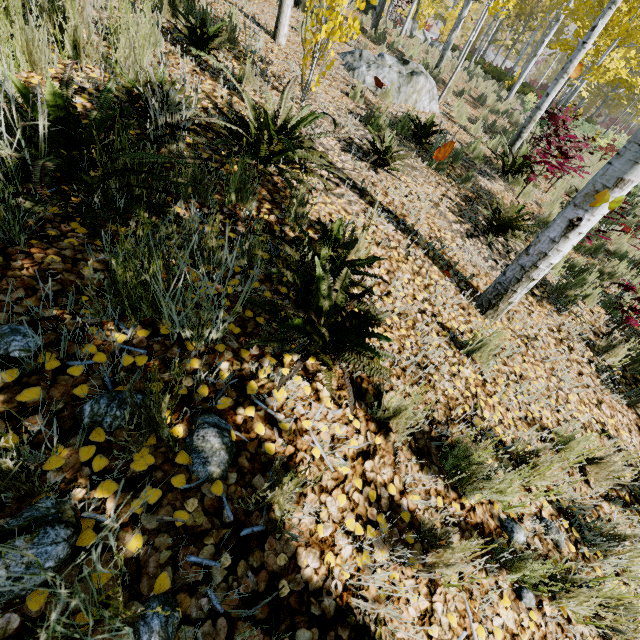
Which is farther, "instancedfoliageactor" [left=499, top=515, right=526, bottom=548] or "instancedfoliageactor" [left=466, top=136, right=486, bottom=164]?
"instancedfoliageactor" [left=466, top=136, right=486, bottom=164]

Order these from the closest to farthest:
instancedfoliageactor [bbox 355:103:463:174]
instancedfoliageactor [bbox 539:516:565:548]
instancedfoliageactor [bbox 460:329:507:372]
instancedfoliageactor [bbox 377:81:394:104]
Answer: instancedfoliageactor [bbox 539:516:565:548]
instancedfoliageactor [bbox 460:329:507:372]
instancedfoliageactor [bbox 355:103:463:174]
instancedfoliageactor [bbox 377:81:394:104]

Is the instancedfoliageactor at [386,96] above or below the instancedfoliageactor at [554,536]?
above

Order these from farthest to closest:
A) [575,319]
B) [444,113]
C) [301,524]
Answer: [444,113]
[575,319]
[301,524]

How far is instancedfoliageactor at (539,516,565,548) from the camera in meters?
1.8

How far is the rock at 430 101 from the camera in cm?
654
